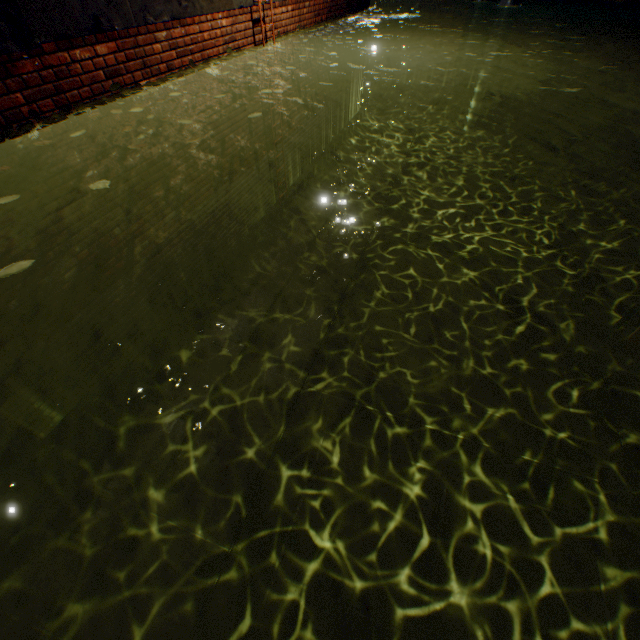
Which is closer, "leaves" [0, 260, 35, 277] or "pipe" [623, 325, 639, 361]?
"leaves" [0, 260, 35, 277]

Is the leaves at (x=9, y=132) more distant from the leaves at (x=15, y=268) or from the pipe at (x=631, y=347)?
the pipe at (x=631, y=347)

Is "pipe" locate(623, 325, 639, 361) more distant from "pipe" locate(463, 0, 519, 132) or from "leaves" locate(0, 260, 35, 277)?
"pipe" locate(463, 0, 519, 132)

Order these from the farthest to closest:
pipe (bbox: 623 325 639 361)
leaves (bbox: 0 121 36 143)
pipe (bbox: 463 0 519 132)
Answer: pipe (bbox: 463 0 519 132) → pipe (bbox: 623 325 639 361) → leaves (bbox: 0 121 36 143)

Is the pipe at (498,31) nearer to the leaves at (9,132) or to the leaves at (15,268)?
the leaves at (9,132)

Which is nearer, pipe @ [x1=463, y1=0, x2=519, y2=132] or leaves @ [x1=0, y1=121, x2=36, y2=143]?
→ leaves @ [x1=0, y1=121, x2=36, y2=143]

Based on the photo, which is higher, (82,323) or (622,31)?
(622,31)

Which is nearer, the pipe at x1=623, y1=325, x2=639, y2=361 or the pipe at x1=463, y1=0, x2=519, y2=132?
the pipe at x1=623, y1=325, x2=639, y2=361
